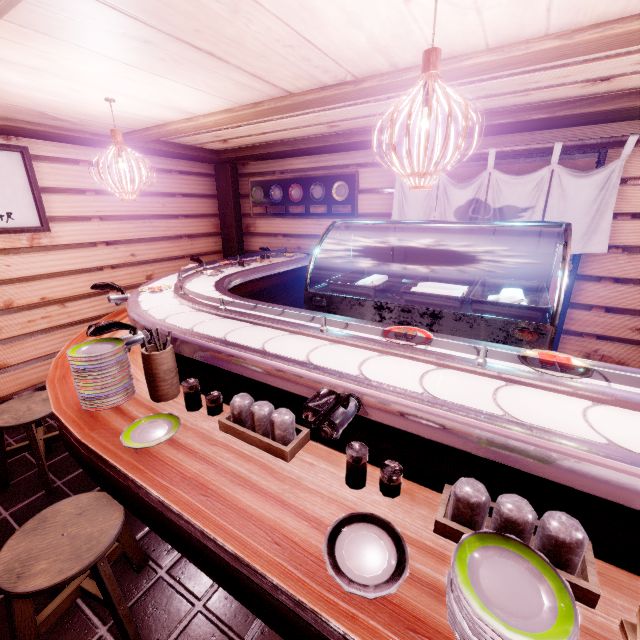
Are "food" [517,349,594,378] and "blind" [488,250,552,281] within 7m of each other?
yes

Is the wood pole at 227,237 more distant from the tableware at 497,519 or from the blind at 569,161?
the tableware at 497,519

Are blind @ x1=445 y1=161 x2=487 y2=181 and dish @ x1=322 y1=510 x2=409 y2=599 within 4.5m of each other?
no

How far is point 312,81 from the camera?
4.0 meters

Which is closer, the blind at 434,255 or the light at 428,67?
the light at 428,67

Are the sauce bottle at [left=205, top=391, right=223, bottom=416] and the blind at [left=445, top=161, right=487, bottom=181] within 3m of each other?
no

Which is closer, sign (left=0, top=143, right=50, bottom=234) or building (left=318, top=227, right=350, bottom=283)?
sign (left=0, top=143, right=50, bottom=234)

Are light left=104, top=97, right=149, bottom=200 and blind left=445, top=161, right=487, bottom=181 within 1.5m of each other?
no
